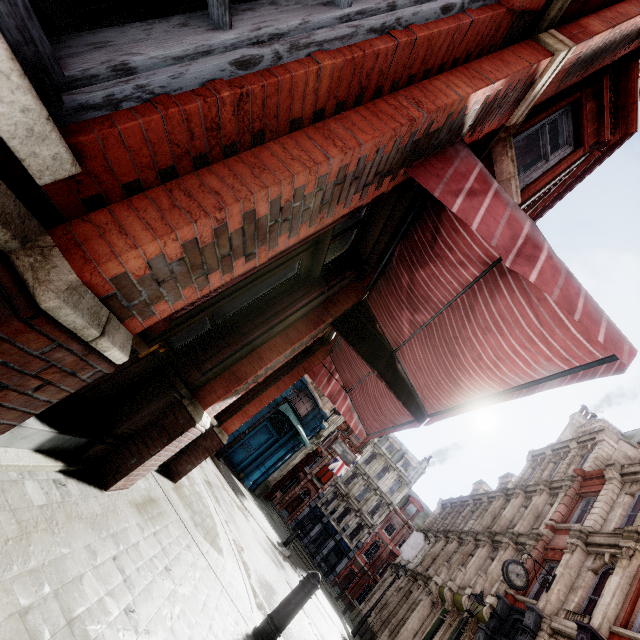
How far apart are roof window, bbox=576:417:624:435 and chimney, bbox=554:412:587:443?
2.0 meters

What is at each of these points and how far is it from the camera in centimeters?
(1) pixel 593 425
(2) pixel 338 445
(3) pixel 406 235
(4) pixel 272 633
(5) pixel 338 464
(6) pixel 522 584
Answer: (1) roof window, 2275cm
(2) sign, 2616cm
(3) awning, 327cm
(4) post, 393cm
(5) flag, 3216cm
(6) clock, 1288cm

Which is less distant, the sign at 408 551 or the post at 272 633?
the post at 272 633

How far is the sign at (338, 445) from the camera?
25.5m

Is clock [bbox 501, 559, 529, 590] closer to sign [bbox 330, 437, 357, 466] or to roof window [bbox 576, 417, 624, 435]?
sign [bbox 330, 437, 357, 466]

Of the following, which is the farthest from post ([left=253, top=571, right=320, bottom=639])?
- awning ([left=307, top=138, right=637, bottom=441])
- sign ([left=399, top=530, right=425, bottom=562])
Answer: sign ([left=399, top=530, right=425, bottom=562])

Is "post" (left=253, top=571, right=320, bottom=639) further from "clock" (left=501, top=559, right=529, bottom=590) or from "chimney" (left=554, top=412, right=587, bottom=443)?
"chimney" (left=554, top=412, right=587, bottom=443)

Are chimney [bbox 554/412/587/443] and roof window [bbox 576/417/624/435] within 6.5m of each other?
yes
